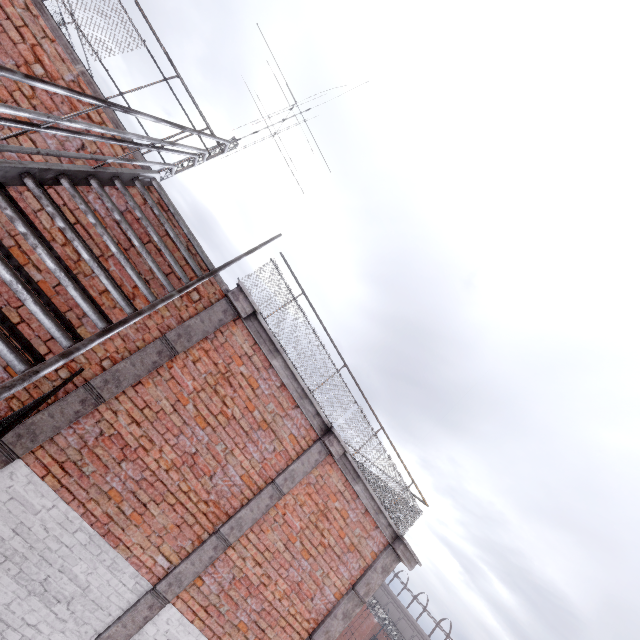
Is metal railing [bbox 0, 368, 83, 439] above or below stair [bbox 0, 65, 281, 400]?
below

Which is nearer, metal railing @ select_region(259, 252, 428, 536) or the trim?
the trim

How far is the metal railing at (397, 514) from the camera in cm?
511

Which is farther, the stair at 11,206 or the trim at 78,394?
the trim at 78,394

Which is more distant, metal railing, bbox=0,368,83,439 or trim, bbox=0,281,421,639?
trim, bbox=0,281,421,639

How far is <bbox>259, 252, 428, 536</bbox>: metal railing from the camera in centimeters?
511cm

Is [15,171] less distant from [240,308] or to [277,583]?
[240,308]

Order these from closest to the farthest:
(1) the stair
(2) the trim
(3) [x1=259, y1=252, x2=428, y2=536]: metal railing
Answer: (1) the stair → (2) the trim → (3) [x1=259, y1=252, x2=428, y2=536]: metal railing
